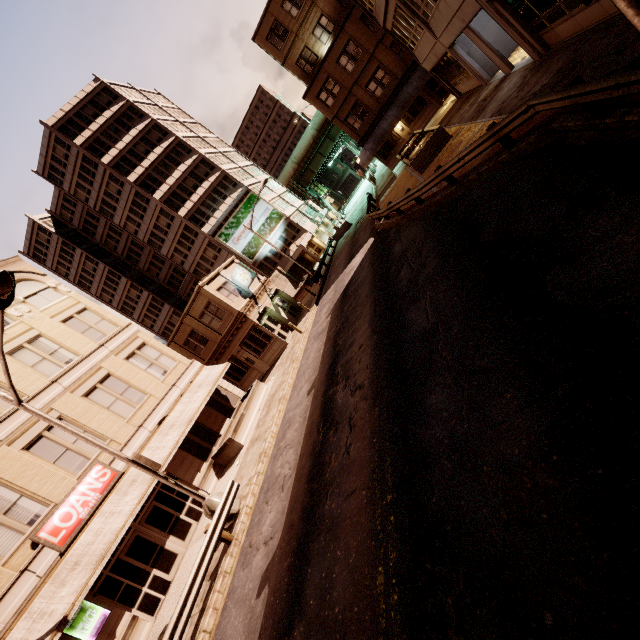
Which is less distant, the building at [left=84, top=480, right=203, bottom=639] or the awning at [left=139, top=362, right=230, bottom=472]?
the building at [left=84, top=480, right=203, bottom=639]

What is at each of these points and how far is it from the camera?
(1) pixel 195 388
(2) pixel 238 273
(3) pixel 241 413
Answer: (1) awning, 21.38m
(2) sign, 27.41m
(3) planter, 19.41m

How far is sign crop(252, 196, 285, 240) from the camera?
46.6m

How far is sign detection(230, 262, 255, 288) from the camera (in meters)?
27.19

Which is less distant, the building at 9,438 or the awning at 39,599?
the awning at 39,599

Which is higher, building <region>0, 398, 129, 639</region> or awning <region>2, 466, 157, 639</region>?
building <region>0, 398, 129, 639</region>

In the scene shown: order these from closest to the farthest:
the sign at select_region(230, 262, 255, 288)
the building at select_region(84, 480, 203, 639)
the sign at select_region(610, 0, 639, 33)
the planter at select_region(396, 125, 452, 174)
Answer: the sign at select_region(610, 0, 639, 33)
the building at select_region(84, 480, 203, 639)
the planter at select_region(396, 125, 452, 174)
the sign at select_region(230, 262, 255, 288)

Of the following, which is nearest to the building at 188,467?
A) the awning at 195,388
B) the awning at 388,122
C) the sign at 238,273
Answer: the awning at 195,388
